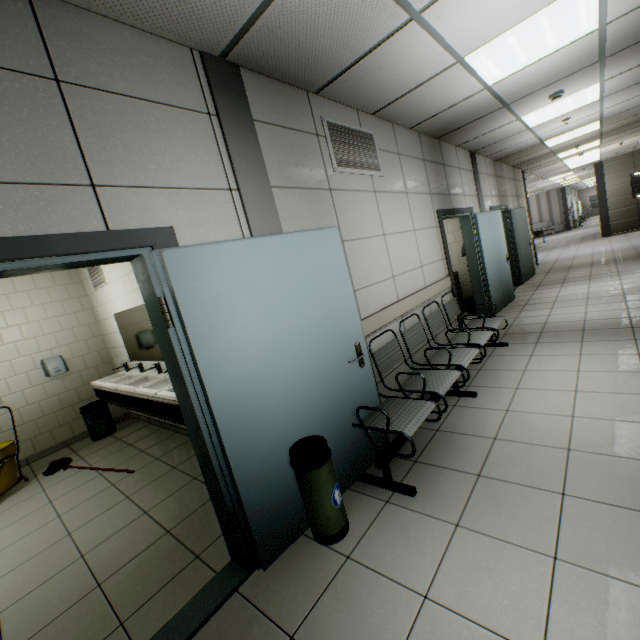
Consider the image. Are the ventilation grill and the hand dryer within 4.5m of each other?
no

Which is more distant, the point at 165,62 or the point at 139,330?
the point at 139,330

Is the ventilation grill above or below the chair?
above

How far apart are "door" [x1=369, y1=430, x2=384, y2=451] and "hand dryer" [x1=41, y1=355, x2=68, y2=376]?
4.53m

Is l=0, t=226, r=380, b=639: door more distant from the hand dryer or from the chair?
the hand dryer

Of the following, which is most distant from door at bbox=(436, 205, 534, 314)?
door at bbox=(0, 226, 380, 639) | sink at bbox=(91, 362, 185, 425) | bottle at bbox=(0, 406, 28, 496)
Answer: bottle at bbox=(0, 406, 28, 496)

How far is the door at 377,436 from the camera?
2.79m

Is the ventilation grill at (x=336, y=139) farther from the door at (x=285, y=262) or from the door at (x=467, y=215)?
the door at (x=467, y=215)
